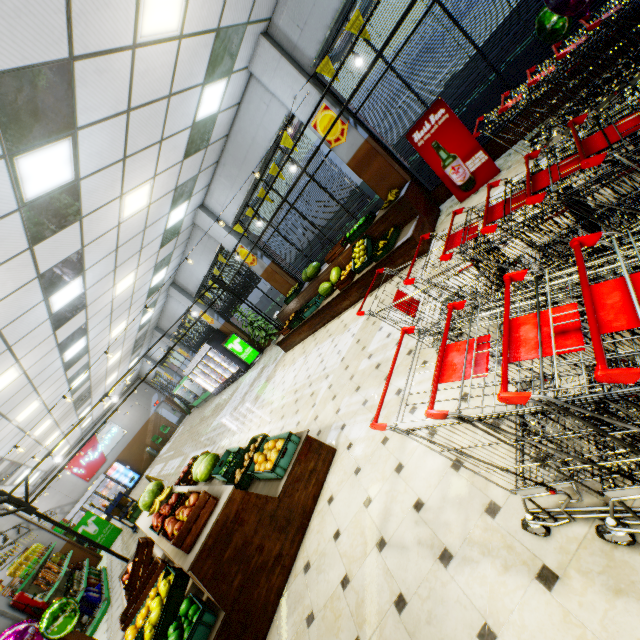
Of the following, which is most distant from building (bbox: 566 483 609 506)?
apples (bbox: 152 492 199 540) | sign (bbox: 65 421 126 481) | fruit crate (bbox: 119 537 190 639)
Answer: apples (bbox: 152 492 199 540)

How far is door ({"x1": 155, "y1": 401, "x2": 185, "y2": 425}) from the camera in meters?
25.4

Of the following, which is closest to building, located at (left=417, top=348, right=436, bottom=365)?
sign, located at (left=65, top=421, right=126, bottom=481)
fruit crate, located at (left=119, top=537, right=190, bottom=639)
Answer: sign, located at (left=65, top=421, right=126, bottom=481)

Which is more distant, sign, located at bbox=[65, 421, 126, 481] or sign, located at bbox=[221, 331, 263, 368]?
sign, located at bbox=[65, 421, 126, 481]

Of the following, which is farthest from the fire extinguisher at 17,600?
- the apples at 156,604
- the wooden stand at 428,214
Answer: the wooden stand at 428,214

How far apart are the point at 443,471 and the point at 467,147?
5.6 meters

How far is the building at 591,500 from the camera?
1.6 meters

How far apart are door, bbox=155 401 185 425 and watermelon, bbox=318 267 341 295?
22.47m
